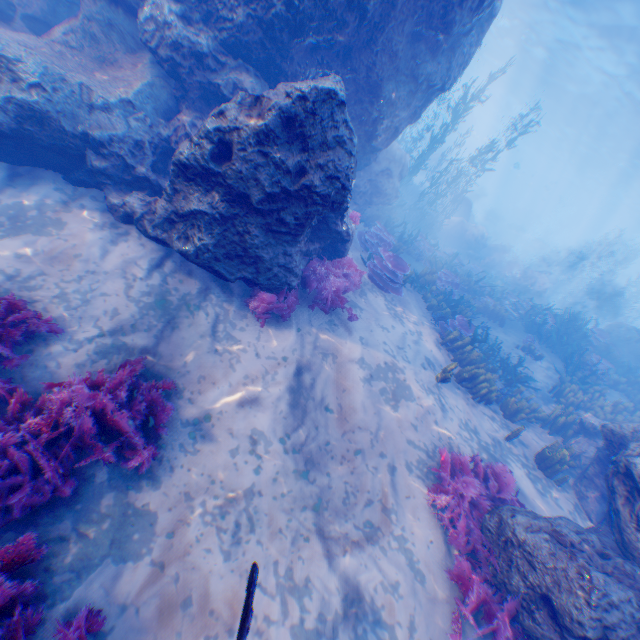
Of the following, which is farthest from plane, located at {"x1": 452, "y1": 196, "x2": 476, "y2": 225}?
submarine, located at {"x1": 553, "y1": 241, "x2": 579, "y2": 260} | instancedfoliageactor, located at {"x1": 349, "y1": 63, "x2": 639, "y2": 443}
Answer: submarine, located at {"x1": 553, "y1": 241, "x2": 579, "y2": 260}

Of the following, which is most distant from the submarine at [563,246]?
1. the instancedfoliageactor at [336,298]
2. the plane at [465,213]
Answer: the instancedfoliageactor at [336,298]

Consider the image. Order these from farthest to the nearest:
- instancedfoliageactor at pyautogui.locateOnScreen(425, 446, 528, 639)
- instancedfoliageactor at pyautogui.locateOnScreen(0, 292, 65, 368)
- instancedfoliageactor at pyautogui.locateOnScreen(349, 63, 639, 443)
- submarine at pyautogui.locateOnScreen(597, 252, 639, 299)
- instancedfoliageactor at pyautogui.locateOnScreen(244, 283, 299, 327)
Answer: submarine at pyautogui.locateOnScreen(597, 252, 639, 299) < instancedfoliageactor at pyautogui.locateOnScreen(349, 63, 639, 443) < instancedfoliageactor at pyautogui.locateOnScreen(244, 283, 299, 327) < instancedfoliageactor at pyautogui.locateOnScreen(425, 446, 528, 639) < instancedfoliageactor at pyautogui.locateOnScreen(0, 292, 65, 368)

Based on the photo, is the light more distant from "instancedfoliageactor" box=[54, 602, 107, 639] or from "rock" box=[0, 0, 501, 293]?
"instancedfoliageactor" box=[54, 602, 107, 639]

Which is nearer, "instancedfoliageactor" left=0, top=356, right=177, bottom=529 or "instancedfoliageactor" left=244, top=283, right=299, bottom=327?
"instancedfoliageactor" left=0, top=356, right=177, bottom=529

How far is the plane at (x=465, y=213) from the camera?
23.34m

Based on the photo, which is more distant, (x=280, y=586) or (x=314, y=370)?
(x=314, y=370)

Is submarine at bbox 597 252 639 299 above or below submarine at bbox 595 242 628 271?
below
